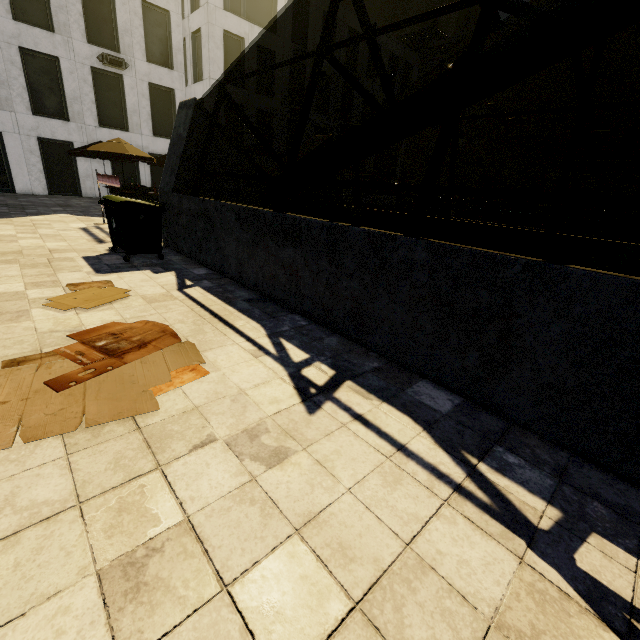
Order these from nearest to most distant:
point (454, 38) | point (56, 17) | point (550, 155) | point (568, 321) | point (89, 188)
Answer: point (568, 321) → point (56, 17) → point (89, 188) → point (550, 155) → point (454, 38)

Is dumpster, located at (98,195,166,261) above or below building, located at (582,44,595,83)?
below

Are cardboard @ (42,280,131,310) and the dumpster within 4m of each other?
yes

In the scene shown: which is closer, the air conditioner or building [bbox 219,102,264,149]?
the air conditioner

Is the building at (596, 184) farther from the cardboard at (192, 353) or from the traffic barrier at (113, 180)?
the traffic barrier at (113, 180)

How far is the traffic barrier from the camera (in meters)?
8.23

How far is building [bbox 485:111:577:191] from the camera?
32.9 meters

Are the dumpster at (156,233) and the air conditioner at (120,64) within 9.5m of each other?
no
